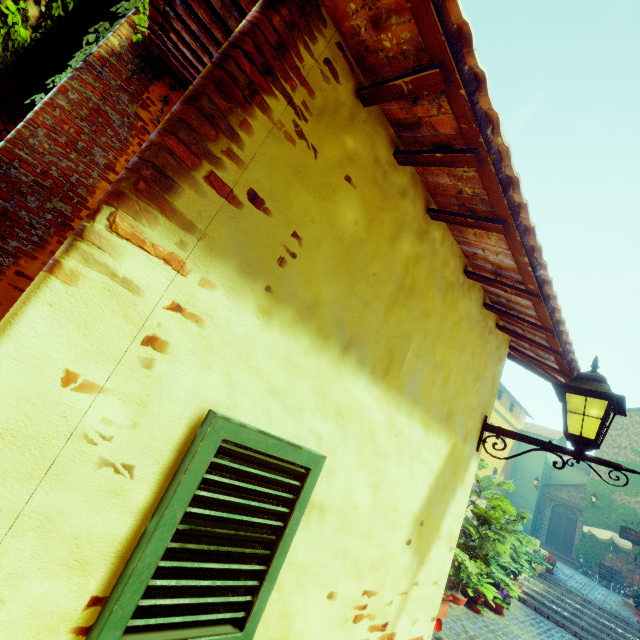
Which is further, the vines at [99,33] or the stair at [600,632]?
the stair at [600,632]

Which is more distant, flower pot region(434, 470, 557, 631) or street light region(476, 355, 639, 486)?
flower pot region(434, 470, 557, 631)

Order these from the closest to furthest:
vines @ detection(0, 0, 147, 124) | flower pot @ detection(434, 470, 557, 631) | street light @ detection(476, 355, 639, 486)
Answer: street light @ detection(476, 355, 639, 486) → vines @ detection(0, 0, 147, 124) → flower pot @ detection(434, 470, 557, 631)

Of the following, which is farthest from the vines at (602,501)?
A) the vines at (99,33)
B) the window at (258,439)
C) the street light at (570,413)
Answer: the window at (258,439)

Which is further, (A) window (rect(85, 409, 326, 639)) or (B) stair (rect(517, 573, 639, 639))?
(B) stair (rect(517, 573, 639, 639))

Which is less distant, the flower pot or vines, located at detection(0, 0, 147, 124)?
vines, located at detection(0, 0, 147, 124)

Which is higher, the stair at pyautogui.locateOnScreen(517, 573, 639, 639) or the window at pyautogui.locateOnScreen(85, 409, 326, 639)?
the window at pyautogui.locateOnScreen(85, 409, 326, 639)

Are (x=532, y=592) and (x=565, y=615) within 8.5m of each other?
yes
